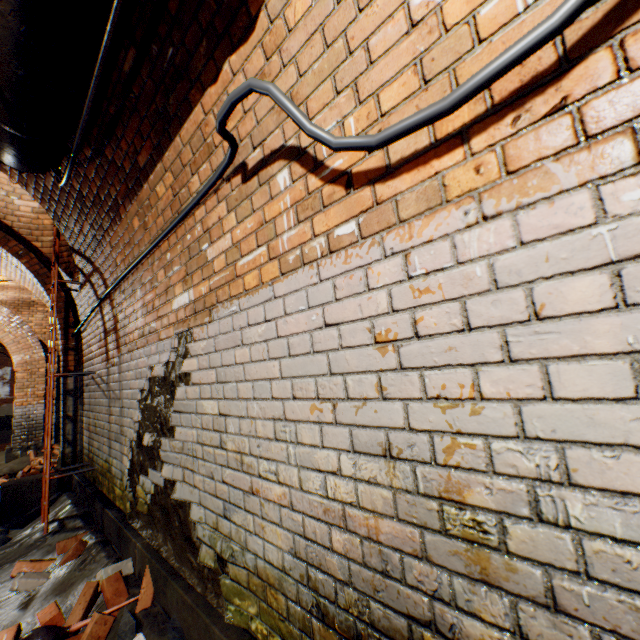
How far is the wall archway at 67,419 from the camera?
5.11m

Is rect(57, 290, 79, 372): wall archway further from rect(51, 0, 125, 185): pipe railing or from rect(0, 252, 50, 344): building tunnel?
rect(51, 0, 125, 185): pipe railing

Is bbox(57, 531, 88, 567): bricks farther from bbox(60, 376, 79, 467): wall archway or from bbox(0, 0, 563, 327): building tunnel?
bbox(60, 376, 79, 467): wall archway

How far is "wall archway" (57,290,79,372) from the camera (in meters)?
5.30

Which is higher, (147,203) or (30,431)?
(147,203)

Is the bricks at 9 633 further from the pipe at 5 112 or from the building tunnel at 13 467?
the pipe at 5 112

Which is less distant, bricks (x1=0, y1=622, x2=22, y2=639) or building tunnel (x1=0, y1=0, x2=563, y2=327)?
building tunnel (x1=0, y1=0, x2=563, y2=327)

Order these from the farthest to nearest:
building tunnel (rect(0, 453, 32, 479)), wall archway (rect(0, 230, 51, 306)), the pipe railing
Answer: building tunnel (rect(0, 453, 32, 479)) < wall archway (rect(0, 230, 51, 306)) < the pipe railing
